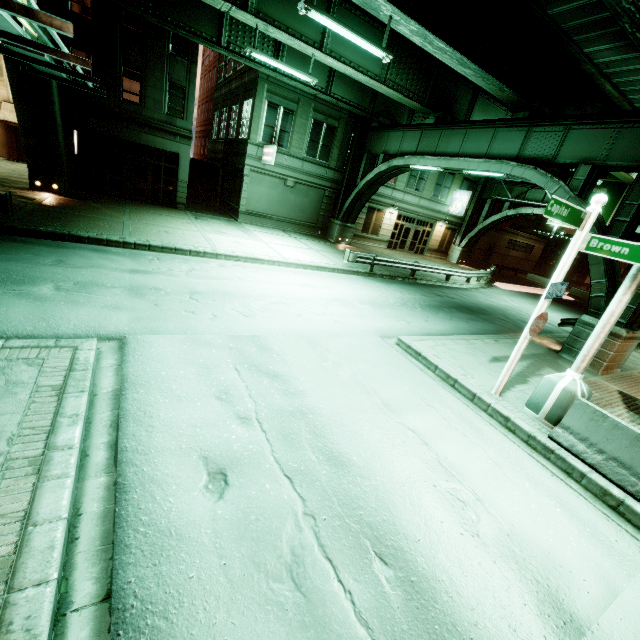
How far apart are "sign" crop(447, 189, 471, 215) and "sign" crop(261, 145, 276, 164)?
19.8m

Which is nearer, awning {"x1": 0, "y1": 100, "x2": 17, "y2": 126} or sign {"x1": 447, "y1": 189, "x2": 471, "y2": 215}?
awning {"x1": 0, "y1": 100, "x2": 17, "y2": 126}

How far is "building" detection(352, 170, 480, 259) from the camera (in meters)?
28.89

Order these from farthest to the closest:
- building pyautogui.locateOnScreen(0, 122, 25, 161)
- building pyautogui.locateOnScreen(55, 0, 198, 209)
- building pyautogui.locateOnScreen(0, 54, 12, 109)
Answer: building pyautogui.locateOnScreen(0, 122, 25, 161) → building pyautogui.locateOnScreen(0, 54, 12, 109) → building pyautogui.locateOnScreen(55, 0, 198, 209)

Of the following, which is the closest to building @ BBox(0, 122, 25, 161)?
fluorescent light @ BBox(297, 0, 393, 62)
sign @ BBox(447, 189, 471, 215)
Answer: fluorescent light @ BBox(297, 0, 393, 62)

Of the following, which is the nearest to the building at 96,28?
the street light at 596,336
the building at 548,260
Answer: the street light at 596,336

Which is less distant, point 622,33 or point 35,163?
point 622,33

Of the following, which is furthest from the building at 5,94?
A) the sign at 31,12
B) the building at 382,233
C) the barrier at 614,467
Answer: the barrier at 614,467
